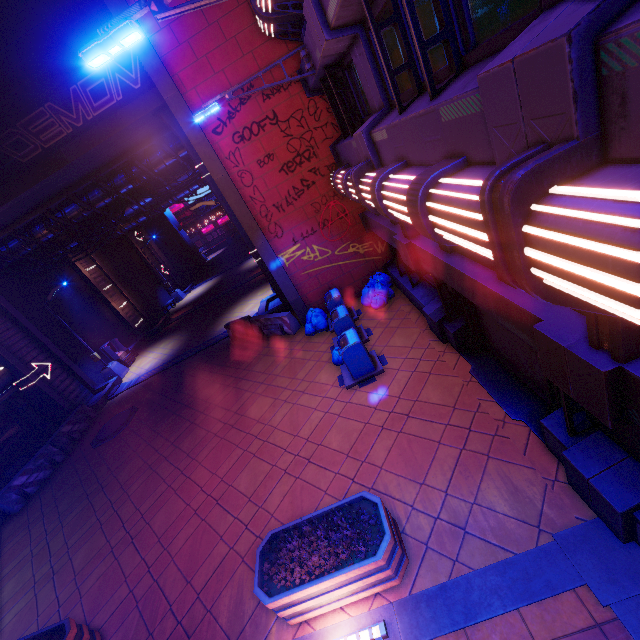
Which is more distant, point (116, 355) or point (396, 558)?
point (116, 355)

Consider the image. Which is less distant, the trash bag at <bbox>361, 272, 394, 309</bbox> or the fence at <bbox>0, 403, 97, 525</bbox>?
the trash bag at <bbox>361, 272, 394, 309</bbox>

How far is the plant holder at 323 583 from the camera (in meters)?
4.45

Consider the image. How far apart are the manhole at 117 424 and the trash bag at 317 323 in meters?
8.6

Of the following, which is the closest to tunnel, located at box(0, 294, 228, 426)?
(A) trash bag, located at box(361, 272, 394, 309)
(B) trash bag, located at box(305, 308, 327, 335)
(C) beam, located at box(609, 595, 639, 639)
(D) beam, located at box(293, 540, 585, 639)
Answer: (B) trash bag, located at box(305, 308, 327, 335)

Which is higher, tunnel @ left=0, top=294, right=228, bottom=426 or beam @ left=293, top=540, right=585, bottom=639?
tunnel @ left=0, top=294, right=228, bottom=426

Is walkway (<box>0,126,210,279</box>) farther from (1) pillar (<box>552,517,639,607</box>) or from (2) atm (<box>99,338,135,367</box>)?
(1) pillar (<box>552,517,639,607</box>)

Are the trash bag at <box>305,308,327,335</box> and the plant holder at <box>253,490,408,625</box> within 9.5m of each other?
yes
